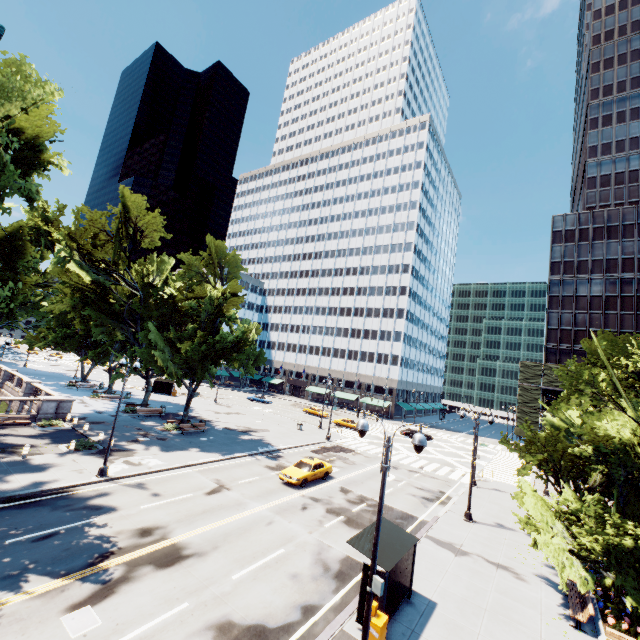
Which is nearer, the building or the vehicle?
the vehicle

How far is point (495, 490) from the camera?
30.6 meters

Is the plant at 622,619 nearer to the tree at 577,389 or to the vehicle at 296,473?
the tree at 577,389

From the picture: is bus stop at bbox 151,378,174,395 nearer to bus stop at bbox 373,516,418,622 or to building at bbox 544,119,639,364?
bus stop at bbox 373,516,418,622

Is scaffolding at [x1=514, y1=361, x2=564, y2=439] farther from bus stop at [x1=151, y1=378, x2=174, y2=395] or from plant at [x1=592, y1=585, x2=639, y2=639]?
bus stop at [x1=151, y1=378, x2=174, y2=395]

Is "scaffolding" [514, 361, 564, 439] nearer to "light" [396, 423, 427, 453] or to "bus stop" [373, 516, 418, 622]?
"bus stop" [373, 516, 418, 622]

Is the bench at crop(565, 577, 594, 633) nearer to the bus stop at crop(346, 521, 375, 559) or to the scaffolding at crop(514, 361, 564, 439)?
the bus stop at crop(346, 521, 375, 559)

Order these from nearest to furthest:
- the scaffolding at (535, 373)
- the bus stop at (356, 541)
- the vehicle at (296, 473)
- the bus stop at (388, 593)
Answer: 1. the bus stop at (388, 593)
2. the bus stop at (356, 541)
3. the vehicle at (296, 473)
4. the scaffolding at (535, 373)
